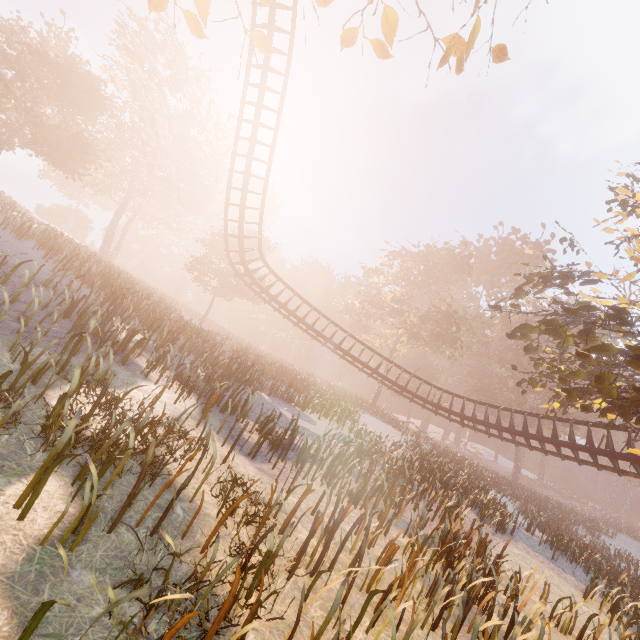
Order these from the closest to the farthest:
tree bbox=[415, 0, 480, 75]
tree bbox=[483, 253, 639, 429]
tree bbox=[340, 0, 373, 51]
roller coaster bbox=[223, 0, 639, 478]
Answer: tree bbox=[415, 0, 480, 75] < tree bbox=[340, 0, 373, 51] < tree bbox=[483, 253, 639, 429] < roller coaster bbox=[223, 0, 639, 478]

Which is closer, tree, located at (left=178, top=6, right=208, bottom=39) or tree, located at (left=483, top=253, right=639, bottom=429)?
tree, located at (left=178, top=6, right=208, bottom=39)

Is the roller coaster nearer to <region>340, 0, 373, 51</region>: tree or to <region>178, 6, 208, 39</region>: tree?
<region>340, 0, 373, 51</region>: tree

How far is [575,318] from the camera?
9.9m

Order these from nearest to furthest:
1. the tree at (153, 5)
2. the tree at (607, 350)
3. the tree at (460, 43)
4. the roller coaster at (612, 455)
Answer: the tree at (460, 43)
the tree at (153, 5)
the tree at (607, 350)
the roller coaster at (612, 455)

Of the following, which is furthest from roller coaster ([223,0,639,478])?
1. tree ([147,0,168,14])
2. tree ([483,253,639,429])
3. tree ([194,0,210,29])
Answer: tree ([194,0,210,29])

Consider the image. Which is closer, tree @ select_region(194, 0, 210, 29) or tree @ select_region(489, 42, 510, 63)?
tree @ select_region(489, 42, 510, 63)

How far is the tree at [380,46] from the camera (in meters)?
5.03
